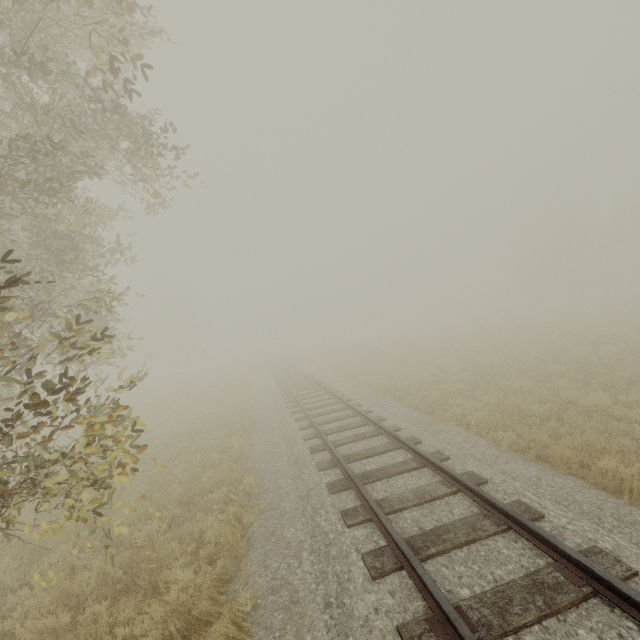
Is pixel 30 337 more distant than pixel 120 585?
Yes
